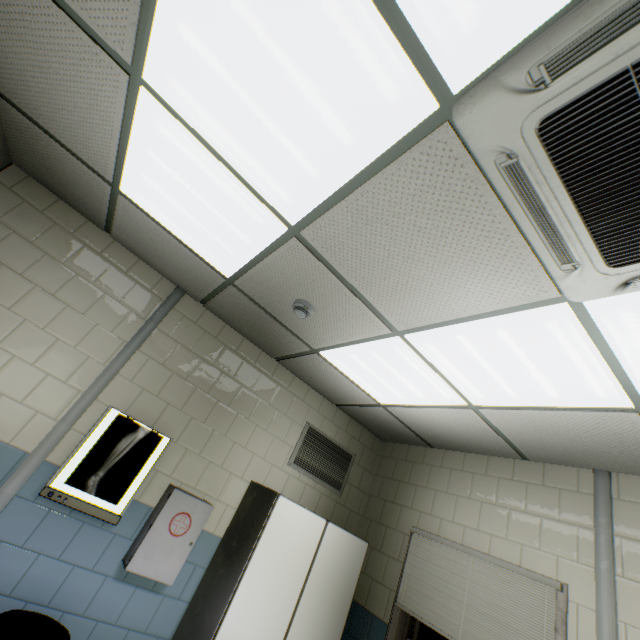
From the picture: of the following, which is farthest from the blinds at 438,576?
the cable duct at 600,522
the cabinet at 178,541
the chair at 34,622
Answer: the chair at 34,622

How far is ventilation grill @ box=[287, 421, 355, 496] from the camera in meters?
3.6 m

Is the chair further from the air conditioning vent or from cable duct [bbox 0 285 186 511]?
the air conditioning vent

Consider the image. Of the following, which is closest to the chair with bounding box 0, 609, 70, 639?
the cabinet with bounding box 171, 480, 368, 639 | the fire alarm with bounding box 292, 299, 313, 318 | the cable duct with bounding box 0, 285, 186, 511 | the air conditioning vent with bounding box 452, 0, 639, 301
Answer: the cable duct with bounding box 0, 285, 186, 511

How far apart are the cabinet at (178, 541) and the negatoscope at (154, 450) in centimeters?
24cm

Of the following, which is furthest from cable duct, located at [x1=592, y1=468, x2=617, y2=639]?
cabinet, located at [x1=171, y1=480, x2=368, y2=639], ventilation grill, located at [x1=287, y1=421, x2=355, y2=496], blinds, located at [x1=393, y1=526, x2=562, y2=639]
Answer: ventilation grill, located at [x1=287, y1=421, x2=355, y2=496]

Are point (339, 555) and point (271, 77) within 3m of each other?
no

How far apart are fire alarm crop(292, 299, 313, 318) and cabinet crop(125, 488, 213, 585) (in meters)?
1.78
